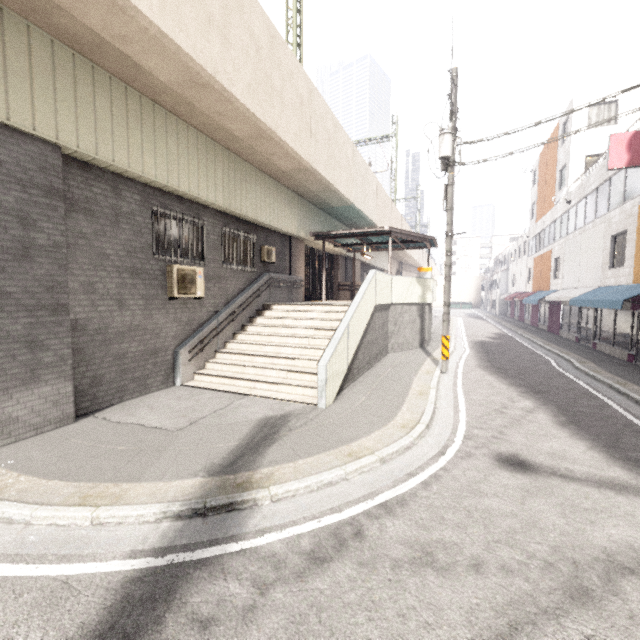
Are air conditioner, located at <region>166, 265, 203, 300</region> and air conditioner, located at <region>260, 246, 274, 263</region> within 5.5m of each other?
yes

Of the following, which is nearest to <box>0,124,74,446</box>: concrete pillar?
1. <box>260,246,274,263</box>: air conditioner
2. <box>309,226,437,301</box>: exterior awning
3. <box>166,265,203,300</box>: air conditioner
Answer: <box>166,265,203,300</box>: air conditioner

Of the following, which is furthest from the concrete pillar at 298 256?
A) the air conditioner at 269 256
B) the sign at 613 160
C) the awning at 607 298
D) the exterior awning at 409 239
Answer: the awning at 607 298

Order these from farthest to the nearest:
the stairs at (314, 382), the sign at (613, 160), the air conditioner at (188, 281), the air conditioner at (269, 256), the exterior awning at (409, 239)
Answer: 1. the exterior awning at (409, 239)
2. the air conditioner at (269, 256)
3. the sign at (613, 160)
4. the air conditioner at (188, 281)
5. the stairs at (314, 382)

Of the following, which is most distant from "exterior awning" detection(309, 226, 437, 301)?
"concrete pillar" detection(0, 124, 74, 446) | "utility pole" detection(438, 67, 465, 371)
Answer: "concrete pillar" detection(0, 124, 74, 446)

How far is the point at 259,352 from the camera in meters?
9.8 m

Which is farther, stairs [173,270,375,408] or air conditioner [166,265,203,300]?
air conditioner [166,265,203,300]

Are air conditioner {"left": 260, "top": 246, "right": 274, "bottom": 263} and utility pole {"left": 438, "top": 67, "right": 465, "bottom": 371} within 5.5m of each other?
no
